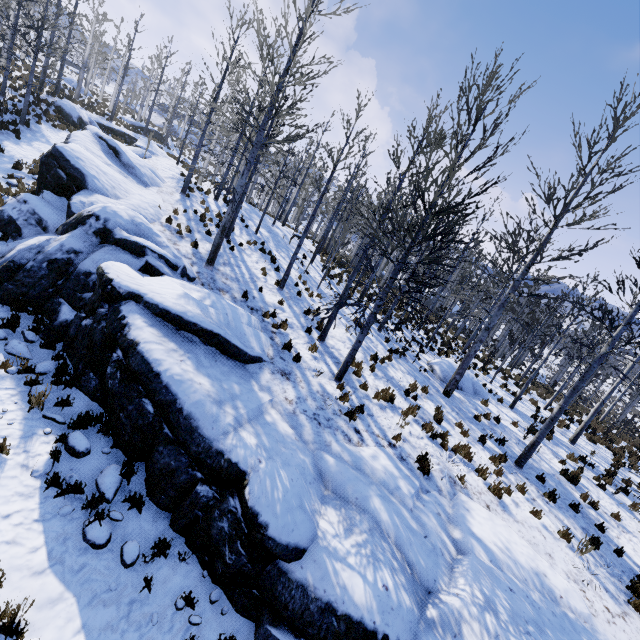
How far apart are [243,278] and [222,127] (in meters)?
14.42

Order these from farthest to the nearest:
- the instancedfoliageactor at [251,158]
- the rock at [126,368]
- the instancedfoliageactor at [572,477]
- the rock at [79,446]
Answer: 1. the instancedfoliageactor at [572,477]
2. the instancedfoliageactor at [251,158]
3. the rock at [79,446]
4. the rock at [126,368]

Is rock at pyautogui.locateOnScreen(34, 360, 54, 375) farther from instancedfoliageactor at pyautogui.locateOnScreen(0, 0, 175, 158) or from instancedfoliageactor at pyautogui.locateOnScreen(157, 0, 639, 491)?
instancedfoliageactor at pyautogui.locateOnScreen(0, 0, 175, 158)

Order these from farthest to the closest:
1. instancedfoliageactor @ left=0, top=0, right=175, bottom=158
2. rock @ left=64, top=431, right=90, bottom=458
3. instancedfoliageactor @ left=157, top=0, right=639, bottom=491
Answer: instancedfoliageactor @ left=0, top=0, right=175, bottom=158 → instancedfoliageactor @ left=157, top=0, right=639, bottom=491 → rock @ left=64, top=431, right=90, bottom=458

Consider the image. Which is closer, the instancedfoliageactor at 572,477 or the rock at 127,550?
the rock at 127,550

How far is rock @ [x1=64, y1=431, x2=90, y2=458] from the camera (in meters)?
6.12
